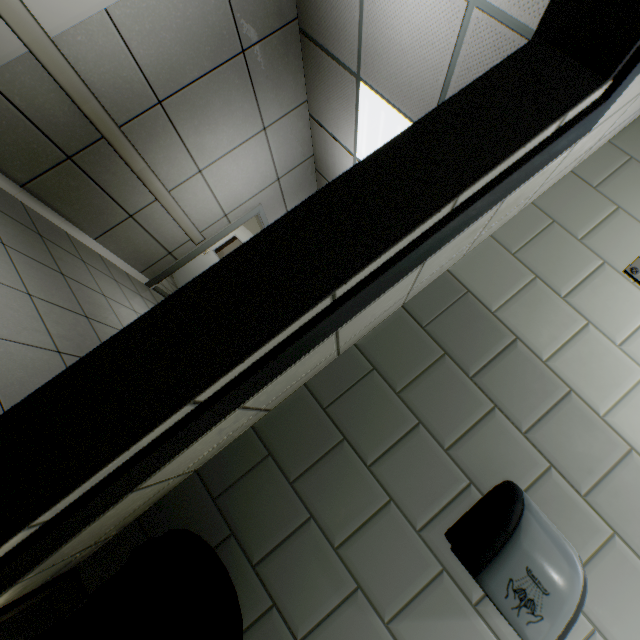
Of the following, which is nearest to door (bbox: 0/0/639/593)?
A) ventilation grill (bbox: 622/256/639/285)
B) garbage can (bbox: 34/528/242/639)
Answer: garbage can (bbox: 34/528/242/639)

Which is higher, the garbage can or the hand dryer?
the hand dryer

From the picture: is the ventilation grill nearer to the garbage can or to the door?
the door

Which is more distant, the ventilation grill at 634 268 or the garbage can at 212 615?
the ventilation grill at 634 268

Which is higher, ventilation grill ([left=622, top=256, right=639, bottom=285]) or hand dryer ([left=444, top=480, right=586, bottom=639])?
ventilation grill ([left=622, top=256, right=639, bottom=285])

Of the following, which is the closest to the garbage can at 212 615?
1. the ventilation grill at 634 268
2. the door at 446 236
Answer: the door at 446 236

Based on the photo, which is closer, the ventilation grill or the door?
the door

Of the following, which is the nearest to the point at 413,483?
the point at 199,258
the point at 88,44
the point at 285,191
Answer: the point at 88,44
